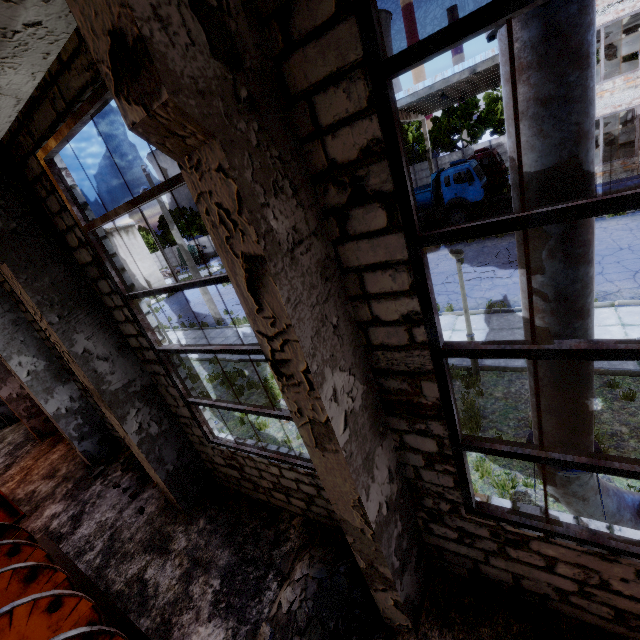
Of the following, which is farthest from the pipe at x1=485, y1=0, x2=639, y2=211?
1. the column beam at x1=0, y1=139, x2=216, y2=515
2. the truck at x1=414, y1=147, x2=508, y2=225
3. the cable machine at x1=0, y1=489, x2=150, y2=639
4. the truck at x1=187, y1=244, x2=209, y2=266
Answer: the truck at x1=187, y1=244, x2=209, y2=266

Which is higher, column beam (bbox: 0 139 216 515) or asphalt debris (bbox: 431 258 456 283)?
column beam (bbox: 0 139 216 515)

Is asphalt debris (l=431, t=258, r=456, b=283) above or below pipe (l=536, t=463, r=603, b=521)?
below

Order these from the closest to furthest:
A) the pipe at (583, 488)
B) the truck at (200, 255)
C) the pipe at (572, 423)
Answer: the pipe at (572, 423), the pipe at (583, 488), the truck at (200, 255)

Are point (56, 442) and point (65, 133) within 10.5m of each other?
no

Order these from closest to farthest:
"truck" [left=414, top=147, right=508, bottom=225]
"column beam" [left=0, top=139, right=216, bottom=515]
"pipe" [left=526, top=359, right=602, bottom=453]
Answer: "pipe" [left=526, top=359, right=602, bottom=453]
"column beam" [left=0, top=139, right=216, bottom=515]
"truck" [left=414, top=147, right=508, bottom=225]

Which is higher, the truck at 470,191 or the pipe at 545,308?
the pipe at 545,308

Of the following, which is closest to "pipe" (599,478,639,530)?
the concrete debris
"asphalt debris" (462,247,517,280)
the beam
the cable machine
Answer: the beam
